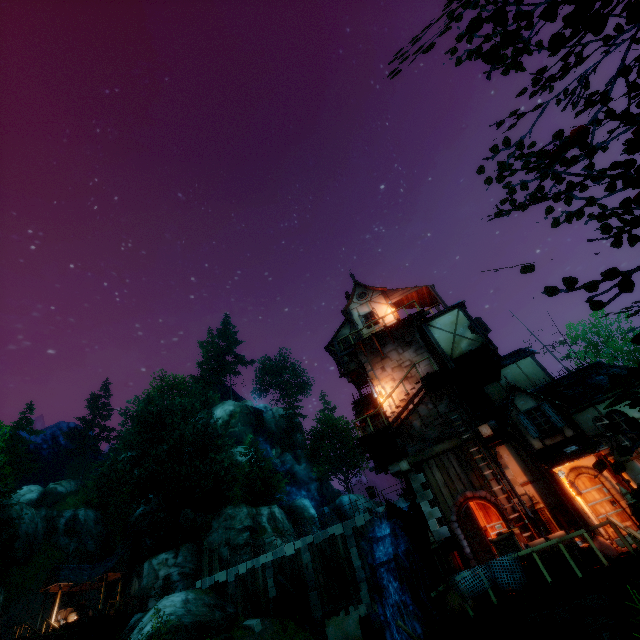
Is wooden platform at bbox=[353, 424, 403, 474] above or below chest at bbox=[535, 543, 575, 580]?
above

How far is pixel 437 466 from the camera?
15.20m

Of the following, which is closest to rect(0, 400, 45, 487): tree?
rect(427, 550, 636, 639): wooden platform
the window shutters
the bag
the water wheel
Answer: rect(427, 550, 636, 639): wooden platform

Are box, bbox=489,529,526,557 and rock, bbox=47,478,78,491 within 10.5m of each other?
no

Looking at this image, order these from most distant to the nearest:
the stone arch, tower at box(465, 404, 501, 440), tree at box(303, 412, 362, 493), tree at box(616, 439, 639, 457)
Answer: tree at box(303, 412, 362, 493), tower at box(465, 404, 501, 440), the stone arch, tree at box(616, 439, 639, 457)

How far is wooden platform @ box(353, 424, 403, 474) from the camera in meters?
15.9

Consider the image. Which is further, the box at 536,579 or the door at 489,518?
the door at 489,518

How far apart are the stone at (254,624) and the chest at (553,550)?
19.7m
